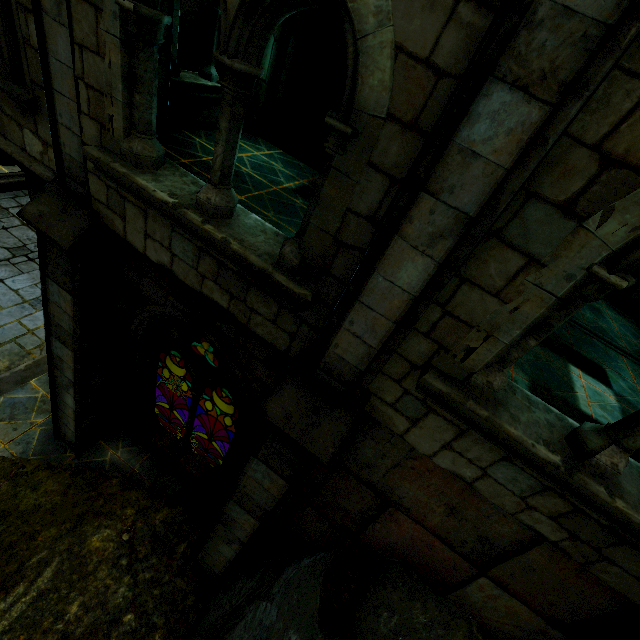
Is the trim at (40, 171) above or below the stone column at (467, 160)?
above

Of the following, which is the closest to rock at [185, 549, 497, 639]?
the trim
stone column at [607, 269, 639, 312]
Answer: the trim

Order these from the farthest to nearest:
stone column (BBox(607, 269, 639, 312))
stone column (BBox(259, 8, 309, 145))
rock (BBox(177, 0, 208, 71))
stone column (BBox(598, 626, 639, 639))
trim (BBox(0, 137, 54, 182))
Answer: rock (BBox(177, 0, 208, 71))
stone column (BBox(607, 269, 639, 312))
stone column (BBox(259, 8, 309, 145))
trim (BBox(0, 137, 54, 182))
stone column (BBox(598, 626, 639, 639))

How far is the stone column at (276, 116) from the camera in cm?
720

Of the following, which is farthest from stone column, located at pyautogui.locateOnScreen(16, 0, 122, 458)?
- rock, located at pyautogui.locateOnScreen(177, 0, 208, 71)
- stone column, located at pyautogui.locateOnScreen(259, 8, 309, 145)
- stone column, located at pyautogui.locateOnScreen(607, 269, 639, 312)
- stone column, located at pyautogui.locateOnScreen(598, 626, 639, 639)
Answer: stone column, located at pyautogui.locateOnScreen(607, 269, 639, 312)

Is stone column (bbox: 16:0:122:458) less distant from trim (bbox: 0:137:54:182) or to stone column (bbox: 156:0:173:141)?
trim (bbox: 0:137:54:182)

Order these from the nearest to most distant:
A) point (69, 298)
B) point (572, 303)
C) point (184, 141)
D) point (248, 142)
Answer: point (572, 303) → point (69, 298) → point (184, 141) → point (248, 142)

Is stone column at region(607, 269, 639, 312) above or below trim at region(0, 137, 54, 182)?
above
